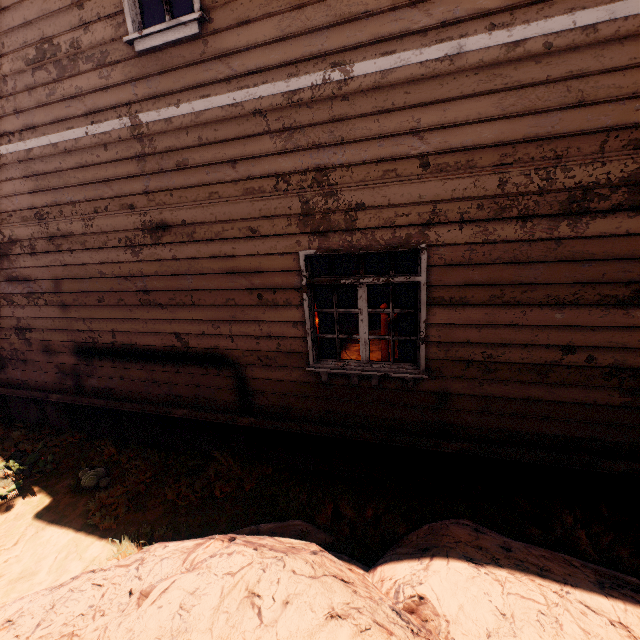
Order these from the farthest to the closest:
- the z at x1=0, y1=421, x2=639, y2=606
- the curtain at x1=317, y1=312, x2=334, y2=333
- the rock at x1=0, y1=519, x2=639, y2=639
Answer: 1. the curtain at x1=317, y1=312, x2=334, y2=333
2. the z at x1=0, y1=421, x2=639, y2=606
3. the rock at x1=0, y1=519, x2=639, y2=639

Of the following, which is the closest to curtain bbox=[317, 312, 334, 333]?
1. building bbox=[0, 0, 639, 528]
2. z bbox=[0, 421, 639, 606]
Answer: building bbox=[0, 0, 639, 528]

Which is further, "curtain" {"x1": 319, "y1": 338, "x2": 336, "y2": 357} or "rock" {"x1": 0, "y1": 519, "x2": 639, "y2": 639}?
"curtain" {"x1": 319, "y1": 338, "x2": 336, "y2": 357}

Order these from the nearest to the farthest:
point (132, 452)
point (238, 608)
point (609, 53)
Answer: point (238, 608) < point (609, 53) < point (132, 452)

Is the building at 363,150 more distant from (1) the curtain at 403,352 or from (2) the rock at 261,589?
(2) the rock at 261,589

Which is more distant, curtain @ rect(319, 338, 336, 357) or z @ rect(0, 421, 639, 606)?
curtain @ rect(319, 338, 336, 357)

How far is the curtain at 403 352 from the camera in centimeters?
388cm
